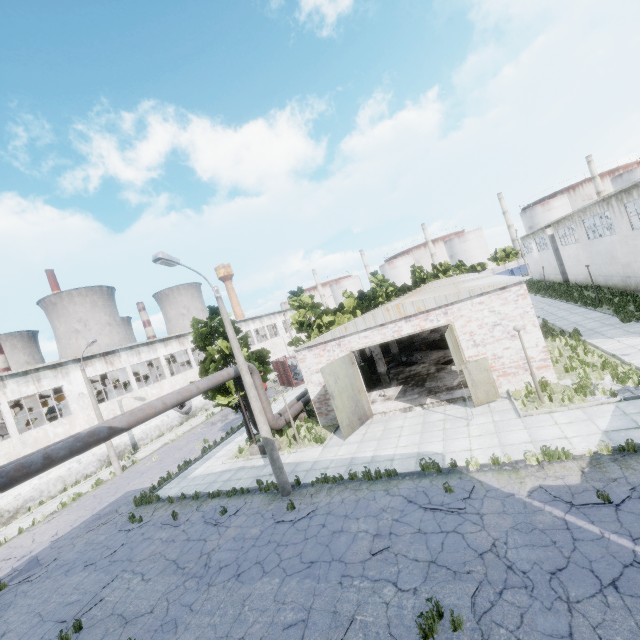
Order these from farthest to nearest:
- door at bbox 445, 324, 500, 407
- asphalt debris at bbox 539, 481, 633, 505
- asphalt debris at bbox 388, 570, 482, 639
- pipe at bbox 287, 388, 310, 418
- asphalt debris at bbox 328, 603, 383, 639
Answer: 1. pipe at bbox 287, 388, 310, 418
2. door at bbox 445, 324, 500, 407
3. asphalt debris at bbox 539, 481, 633, 505
4. asphalt debris at bbox 328, 603, 383, 639
5. asphalt debris at bbox 388, 570, 482, 639

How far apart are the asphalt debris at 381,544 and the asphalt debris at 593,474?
4.3m

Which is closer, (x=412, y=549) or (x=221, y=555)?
Answer: (x=412, y=549)

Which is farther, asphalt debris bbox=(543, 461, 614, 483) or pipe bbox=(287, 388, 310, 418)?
pipe bbox=(287, 388, 310, 418)

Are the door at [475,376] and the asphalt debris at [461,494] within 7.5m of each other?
yes

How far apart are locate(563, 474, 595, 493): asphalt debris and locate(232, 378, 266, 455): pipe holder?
12.74m

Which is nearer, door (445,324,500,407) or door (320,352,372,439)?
door (445,324,500,407)

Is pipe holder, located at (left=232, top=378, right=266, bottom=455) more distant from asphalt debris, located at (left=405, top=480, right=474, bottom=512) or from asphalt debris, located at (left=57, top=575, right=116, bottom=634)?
asphalt debris, located at (left=405, top=480, right=474, bottom=512)
